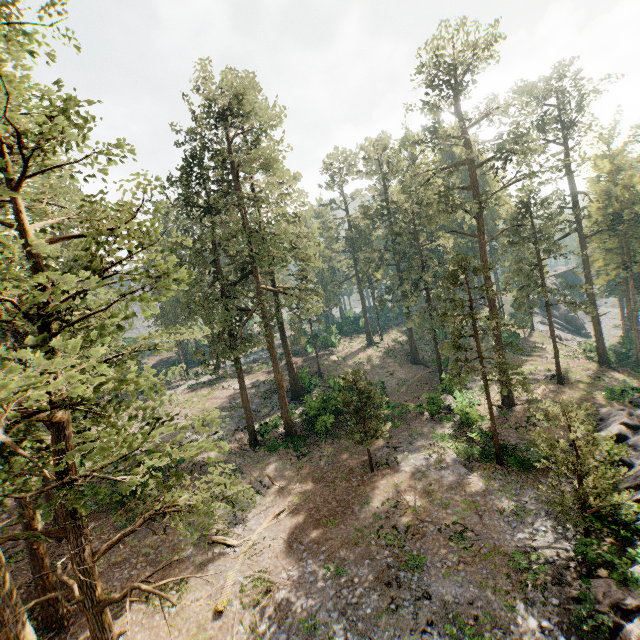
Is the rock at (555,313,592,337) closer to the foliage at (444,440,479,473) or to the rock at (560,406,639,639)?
the foliage at (444,440,479,473)

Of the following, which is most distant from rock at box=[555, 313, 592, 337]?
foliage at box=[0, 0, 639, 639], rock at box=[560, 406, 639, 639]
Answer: rock at box=[560, 406, 639, 639]

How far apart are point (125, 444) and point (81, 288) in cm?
1092

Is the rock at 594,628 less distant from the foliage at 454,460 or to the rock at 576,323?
the foliage at 454,460

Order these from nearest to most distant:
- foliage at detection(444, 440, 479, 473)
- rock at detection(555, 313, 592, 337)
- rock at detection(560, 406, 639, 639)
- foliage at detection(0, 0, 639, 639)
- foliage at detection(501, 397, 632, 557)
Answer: foliage at detection(0, 0, 639, 639), rock at detection(560, 406, 639, 639), foliage at detection(501, 397, 632, 557), foliage at detection(444, 440, 479, 473), rock at detection(555, 313, 592, 337)

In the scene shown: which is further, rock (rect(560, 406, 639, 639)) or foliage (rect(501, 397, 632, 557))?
foliage (rect(501, 397, 632, 557))

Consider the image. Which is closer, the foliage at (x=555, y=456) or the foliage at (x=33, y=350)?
the foliage at (x=33, y=350)

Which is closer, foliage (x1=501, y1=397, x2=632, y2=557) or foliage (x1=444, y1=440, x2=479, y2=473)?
foliage (x1=501, y1=397, x2=632, y2=557)
